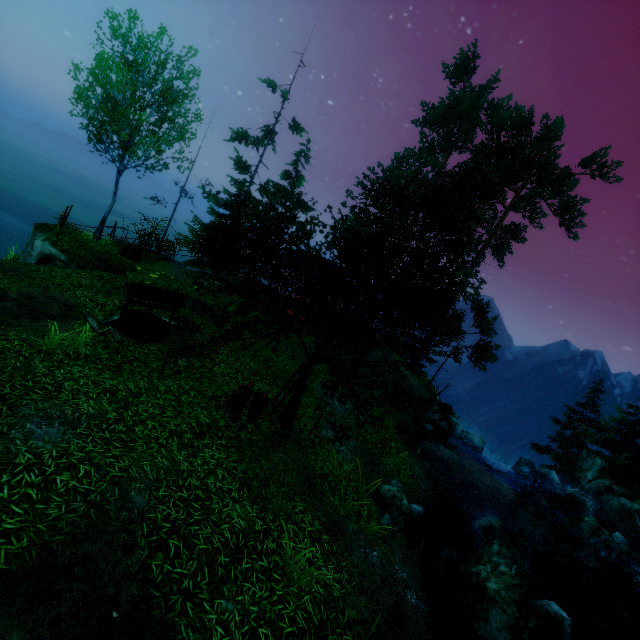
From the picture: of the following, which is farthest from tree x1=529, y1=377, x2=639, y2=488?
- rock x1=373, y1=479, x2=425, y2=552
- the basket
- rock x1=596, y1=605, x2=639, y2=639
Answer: rock x1=596, y1=605, x2=639, y2=639

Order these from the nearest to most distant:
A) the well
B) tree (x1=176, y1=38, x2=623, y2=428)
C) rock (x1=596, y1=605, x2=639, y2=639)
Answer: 1. tree (x1=176, y1=38, x2=623, y2=428)
2. the well
3. rock (x1=596, y1=605, x2=639, y2=639)

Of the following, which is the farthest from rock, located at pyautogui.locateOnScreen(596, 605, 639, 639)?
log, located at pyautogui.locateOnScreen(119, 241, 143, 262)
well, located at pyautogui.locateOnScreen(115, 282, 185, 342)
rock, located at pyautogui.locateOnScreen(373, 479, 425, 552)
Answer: log, located at pyautogui.locateOnScreen(119, 241, 143, 262)

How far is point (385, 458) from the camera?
11.88m

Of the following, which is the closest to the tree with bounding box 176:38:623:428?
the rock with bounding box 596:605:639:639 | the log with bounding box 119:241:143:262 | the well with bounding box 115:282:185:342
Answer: the well with bounding box 115:282:185:342

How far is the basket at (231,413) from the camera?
8.3m

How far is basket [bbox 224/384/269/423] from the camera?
8.3 meters

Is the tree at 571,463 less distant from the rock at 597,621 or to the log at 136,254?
the log at 136,254
